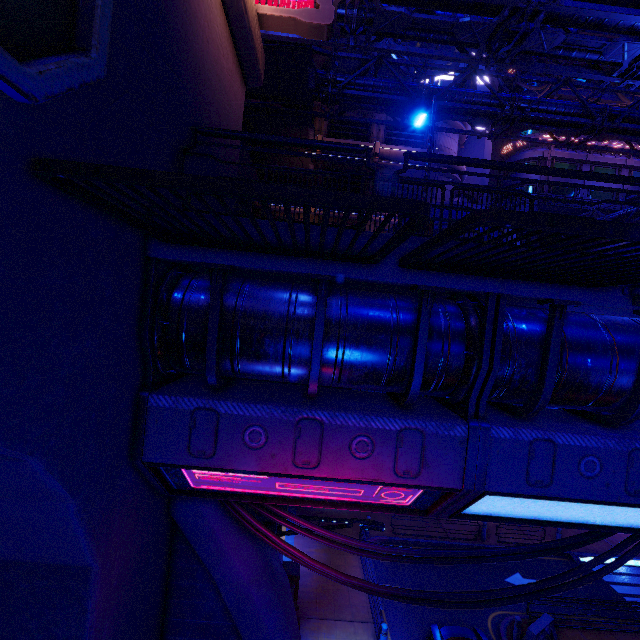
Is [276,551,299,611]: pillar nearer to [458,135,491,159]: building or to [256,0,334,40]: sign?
[256,0,334,40]: sign

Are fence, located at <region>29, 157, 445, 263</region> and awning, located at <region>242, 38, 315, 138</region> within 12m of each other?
no

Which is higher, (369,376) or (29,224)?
(29,224)

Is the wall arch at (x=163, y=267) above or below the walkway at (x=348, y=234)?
below

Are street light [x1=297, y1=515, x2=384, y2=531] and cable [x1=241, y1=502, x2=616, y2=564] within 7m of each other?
yes

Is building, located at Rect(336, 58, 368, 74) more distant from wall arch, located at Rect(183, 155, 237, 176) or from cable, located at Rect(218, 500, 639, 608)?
cable, located at Rect(218, 500, 639, 608)

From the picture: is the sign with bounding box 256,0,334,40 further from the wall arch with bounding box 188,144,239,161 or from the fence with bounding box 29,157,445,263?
the fence with bounding box 29,157,445,263

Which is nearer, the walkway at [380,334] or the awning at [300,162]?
the walkway at [380,334]
